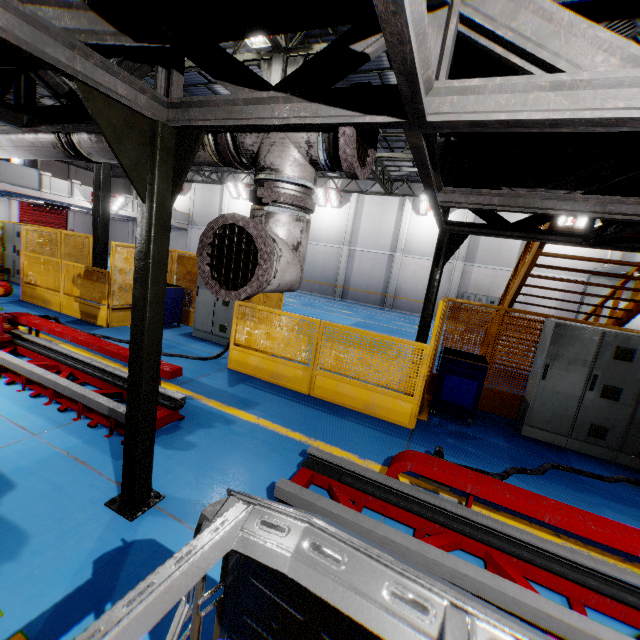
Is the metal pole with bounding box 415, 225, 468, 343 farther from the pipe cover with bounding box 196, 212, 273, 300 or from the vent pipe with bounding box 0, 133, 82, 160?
the pipe cover with bounding box 196, 212, 273, 300

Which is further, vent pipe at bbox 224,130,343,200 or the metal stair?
the metal stair

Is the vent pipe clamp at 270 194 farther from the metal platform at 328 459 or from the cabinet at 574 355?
the cabinet at 574 355

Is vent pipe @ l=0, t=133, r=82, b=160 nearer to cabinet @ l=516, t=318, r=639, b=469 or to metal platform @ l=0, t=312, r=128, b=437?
metal platform @ l=0, t=312, r=128, b=437

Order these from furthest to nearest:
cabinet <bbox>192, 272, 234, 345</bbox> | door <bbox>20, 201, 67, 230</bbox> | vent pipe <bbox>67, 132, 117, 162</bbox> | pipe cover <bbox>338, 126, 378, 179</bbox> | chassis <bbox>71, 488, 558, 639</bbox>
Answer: door <bbox>20, 201, 67, 230</bbox> < cabinet <bbox>192, 272, 234, 345</bbox> < vent pipe <bbox>67, 132, 117, 162</bbox> < pipe cover <bbox>338, 126, 378, 179</bbox> < chassis <bbox>71, 488, 558, 639</bbox>

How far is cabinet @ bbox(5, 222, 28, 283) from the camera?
11.9m

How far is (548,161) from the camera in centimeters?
396cm

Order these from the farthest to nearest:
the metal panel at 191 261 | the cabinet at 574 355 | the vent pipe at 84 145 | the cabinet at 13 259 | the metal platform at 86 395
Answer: the cabinet at 13 259
the metal panel at 191 261
the cabinet at 574 355
the metal platform at 86 395
the vent pipe at 84 145
